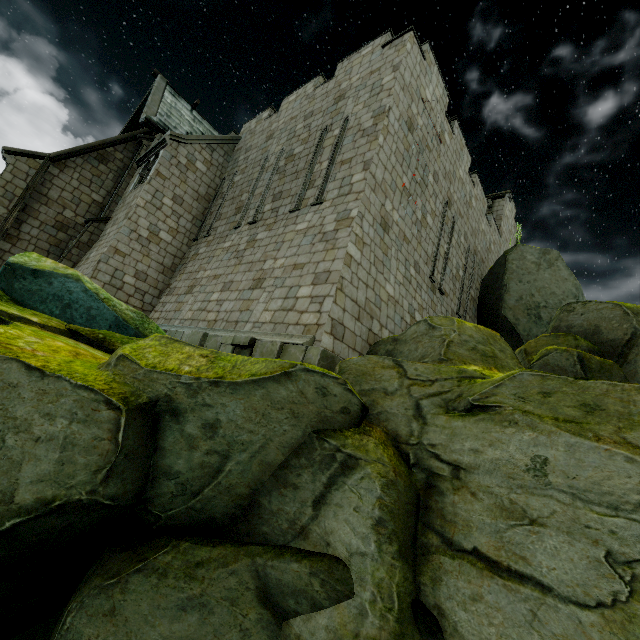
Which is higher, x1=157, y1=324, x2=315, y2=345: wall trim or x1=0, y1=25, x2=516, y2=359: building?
x1=0, y1=25, x2=516, y2=359: building

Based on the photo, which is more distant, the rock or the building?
the building

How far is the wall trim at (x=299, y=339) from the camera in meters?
6.2

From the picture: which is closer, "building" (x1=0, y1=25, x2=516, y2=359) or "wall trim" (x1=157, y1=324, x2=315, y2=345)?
"wall trim" (x1=157, y1=324, x2=315, y2=345)

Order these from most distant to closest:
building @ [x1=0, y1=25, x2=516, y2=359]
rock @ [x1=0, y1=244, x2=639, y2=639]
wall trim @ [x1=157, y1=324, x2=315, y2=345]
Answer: building @ [x1=0, y1=25, x2=516, y2=359]
wall trim @ [x1=157, y1=324, x2=315, y2=345]
rock @ [x1=0, y1=244, x2=639, y2=639]

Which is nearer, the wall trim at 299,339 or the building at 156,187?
the wall trim at 299,339

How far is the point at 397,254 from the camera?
9.70m

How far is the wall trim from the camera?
6.2 meters
